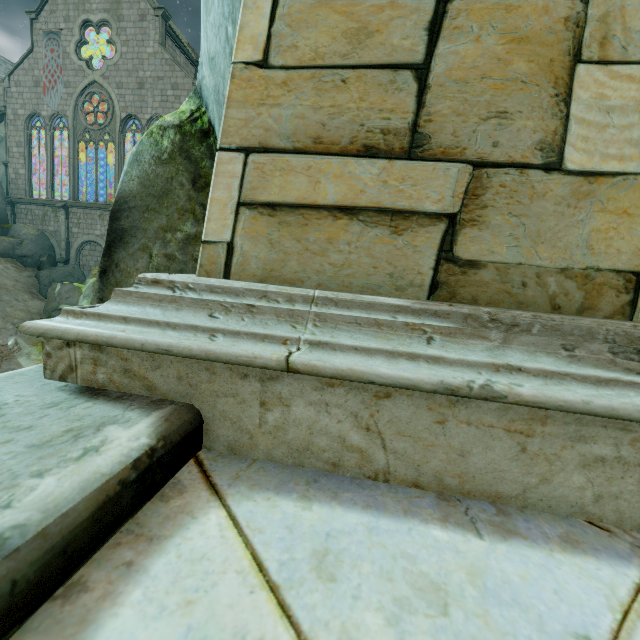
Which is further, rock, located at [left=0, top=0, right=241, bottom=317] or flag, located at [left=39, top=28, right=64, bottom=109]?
flag, located at [left=39, top=28, right=64, bottom=109]

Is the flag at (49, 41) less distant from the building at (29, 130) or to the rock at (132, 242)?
the building at (29, 130)

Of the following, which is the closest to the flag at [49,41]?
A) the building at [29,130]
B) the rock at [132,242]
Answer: the building at [29,130]

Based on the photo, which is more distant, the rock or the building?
the building

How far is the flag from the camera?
25.20m

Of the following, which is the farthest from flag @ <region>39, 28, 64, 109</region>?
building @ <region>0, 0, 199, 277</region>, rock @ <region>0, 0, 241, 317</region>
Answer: rock @ <region>0, 0, 241, 317</region>

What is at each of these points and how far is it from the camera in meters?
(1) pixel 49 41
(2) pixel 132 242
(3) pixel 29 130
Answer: (1) flag, 25.3
(2) rock, 2.0
(3) building, 26.7
